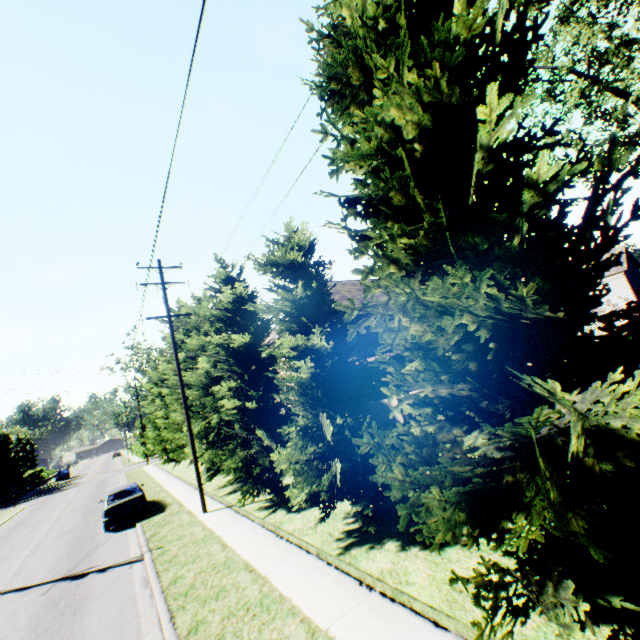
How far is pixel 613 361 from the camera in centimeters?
386cm

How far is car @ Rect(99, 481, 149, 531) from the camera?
15.15m

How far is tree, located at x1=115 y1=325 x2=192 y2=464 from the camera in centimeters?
2167cm

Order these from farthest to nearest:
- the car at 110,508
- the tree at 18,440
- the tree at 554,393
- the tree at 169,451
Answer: the tree at 18,440 < the tree at 169,451 < the car at 110,508 < the tree at 554,393

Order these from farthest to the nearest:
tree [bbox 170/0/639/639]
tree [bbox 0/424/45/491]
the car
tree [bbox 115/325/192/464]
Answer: tree [bbox 0/424/45/491]
tree [bbox 115/325/192/464]
the car
tree [bbox 170/0/639/639]

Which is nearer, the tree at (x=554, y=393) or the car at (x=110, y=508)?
the tree at (x=554, y=393)

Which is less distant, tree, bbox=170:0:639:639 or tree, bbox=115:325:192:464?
tree, bbox=170:0:639:639

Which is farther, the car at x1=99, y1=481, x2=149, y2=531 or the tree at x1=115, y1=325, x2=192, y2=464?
the tree at x1=115, y1=325, x2=192, y2=464
